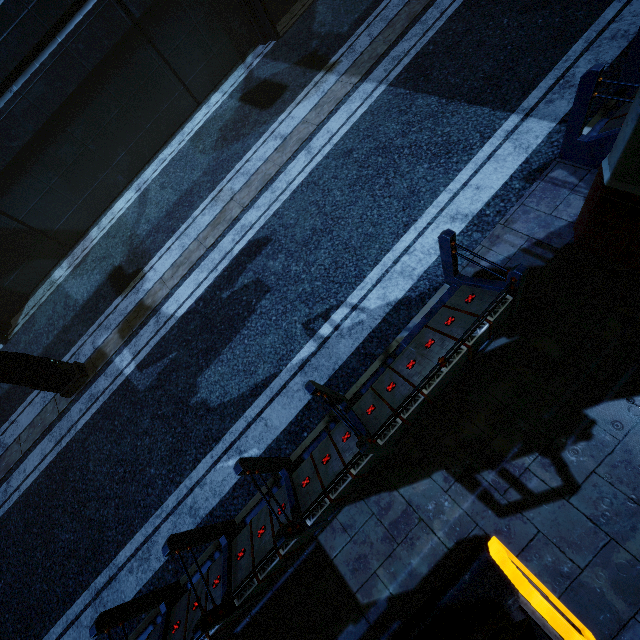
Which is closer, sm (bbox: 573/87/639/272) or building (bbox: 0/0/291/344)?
sm (bbox: 573/87/639/272)

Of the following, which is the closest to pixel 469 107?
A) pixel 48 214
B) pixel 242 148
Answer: pixel 242 148

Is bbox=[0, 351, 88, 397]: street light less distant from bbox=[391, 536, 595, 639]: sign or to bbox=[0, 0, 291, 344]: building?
bbox=[0, 0, 291, 344]: building

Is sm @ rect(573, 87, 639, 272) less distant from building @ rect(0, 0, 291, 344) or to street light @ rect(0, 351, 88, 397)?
building @ rect(0, 0, 291, 344)

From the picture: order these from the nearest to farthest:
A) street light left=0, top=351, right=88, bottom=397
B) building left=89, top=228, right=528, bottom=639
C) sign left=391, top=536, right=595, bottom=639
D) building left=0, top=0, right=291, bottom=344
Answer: sign left=391, top=536, right=595, bottom=639 → building left=89, top=228, right=528, bottom=639 → street light left=0, top=351, right=88, bottom=397 → building left=0, top=0, right=291, bottom=344

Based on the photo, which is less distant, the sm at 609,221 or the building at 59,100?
the sm at 609,221

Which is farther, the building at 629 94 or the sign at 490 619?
the building at 629 94
